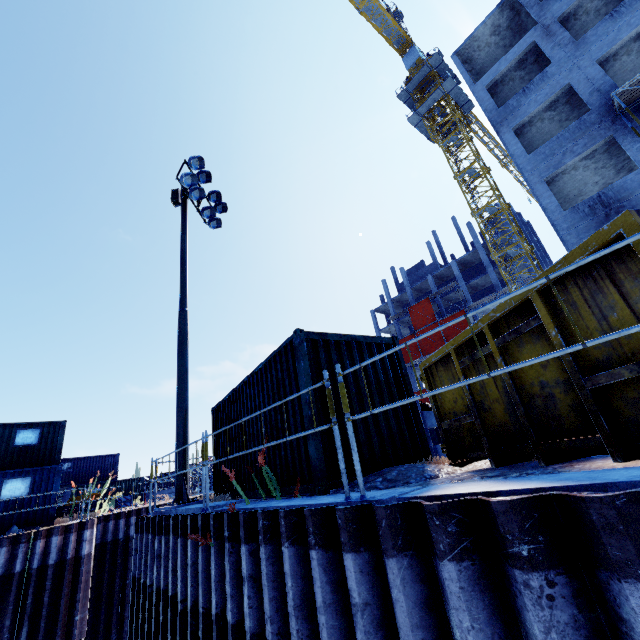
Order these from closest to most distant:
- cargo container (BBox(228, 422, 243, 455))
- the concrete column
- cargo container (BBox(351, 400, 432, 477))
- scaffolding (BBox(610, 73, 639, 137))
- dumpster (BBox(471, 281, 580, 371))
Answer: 1. the concrete column
2. dumpster (BBox(471, 281, 580, 371))
3. cargo container (BBox(351, 400, 432, 477))
4. cargo container (BBox(228, 422, 243, 455))
5. scaffolding (BBox(610, 73, 639, 137))

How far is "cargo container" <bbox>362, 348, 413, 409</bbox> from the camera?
6.0m

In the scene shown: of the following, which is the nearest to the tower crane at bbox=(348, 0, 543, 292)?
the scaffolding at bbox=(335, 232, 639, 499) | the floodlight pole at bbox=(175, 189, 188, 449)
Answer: the scaffolding at bbox=(335, 232, 639, 499)

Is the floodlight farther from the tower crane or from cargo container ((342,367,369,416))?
the tower crane

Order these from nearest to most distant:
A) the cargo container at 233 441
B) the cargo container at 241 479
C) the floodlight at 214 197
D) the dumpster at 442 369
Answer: the dumpster at 442 369 < the cargo container at 241 479 < the cargo container at 233 441 < the floodlight at 214 197

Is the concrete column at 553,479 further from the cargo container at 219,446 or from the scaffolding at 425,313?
the scaffolding at 425,313

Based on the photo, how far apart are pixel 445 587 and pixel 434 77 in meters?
47.6

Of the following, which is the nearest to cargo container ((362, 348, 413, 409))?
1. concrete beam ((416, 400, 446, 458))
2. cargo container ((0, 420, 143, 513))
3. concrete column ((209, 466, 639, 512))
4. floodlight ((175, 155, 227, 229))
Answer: concrete beam ((416, 400, 446, 458))
